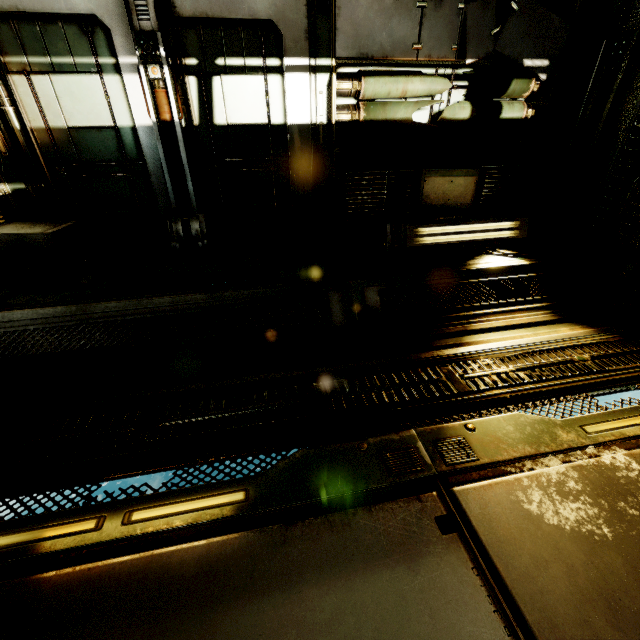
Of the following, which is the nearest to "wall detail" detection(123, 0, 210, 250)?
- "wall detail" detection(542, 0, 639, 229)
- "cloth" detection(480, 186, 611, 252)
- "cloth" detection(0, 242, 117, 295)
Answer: "cloth" detection(0, 242, 117, 295)

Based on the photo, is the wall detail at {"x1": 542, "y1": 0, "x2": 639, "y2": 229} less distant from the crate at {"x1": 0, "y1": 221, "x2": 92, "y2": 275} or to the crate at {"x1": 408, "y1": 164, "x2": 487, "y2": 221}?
the crate at {"x1": 408, "y1": 164, "x2": 487, "y2": 221}

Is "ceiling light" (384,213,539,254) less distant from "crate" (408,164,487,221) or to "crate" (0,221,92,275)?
"crate" (408,164,487,221)

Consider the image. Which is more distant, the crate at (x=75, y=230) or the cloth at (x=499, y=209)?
the cloth at (x=499, y=209)

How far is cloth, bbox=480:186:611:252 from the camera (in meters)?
4.03

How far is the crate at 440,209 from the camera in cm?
385

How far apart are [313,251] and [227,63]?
2.3m

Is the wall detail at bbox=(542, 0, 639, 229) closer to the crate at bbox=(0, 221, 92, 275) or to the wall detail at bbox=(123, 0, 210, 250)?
the wall detail at bbox=(123, 0, 210, 250)
